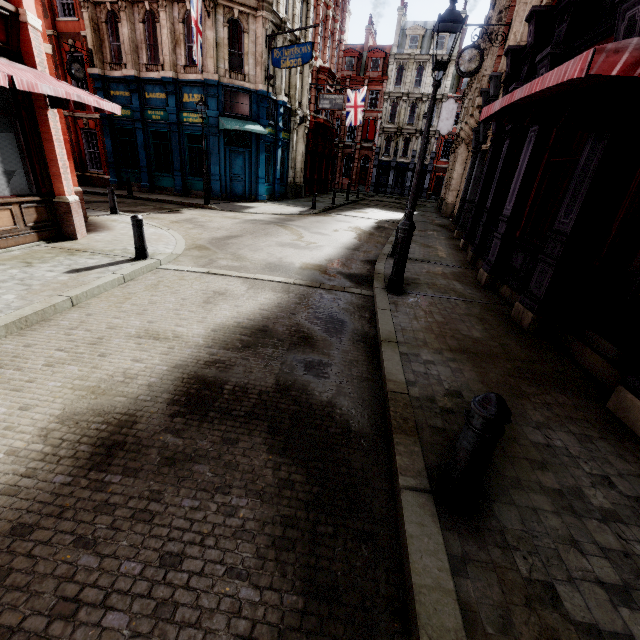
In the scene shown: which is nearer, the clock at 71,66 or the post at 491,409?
the post at 491,409

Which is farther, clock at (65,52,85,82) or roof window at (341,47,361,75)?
roof window at (341,47,361,75)

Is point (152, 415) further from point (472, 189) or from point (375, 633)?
point (472, 189)

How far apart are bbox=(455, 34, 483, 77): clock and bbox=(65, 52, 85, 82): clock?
19.54m

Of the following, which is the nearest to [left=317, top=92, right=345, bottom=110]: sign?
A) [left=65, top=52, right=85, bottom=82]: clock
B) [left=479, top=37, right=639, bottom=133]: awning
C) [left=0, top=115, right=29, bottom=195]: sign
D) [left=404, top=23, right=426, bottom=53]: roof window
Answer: [left=65, top=52, right=85, bottom=82]: clock

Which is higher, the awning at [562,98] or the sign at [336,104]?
the sign at [336,104]

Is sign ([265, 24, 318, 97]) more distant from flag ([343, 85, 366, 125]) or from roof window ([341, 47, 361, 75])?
roof window ([341, 47, 361, 75])

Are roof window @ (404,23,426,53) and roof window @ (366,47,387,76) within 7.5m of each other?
yes
